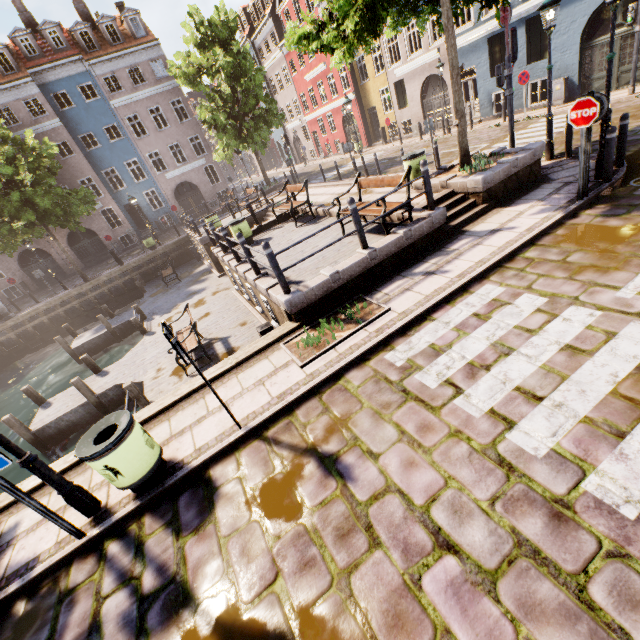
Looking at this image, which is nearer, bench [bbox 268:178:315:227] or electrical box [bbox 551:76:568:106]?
bench [bbox 268:178:315:227]

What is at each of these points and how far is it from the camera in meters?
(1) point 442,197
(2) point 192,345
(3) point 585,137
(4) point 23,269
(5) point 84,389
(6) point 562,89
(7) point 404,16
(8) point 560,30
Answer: (1) stairs, 8.5
(2) bench, 9.9
(3) sign pole, 6.2
(4) building, 27.2
(5) wooden post, 10.7
(6) electrical box, 14.9
(7) tree, 9.5
(8) building, 14.1

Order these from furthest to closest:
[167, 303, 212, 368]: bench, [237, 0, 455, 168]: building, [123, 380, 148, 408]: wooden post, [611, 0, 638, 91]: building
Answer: [237, 0, 455, 168]: building
[611, 0, 638, 91]: building
[167, 303, 212, 368]: bench
[123, 380, 148, 408]: wooden post

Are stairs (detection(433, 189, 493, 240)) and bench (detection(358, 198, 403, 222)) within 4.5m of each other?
yes

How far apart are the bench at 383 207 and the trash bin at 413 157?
2.0 meters

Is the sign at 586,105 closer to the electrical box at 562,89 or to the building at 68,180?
the electrical box at 562,89

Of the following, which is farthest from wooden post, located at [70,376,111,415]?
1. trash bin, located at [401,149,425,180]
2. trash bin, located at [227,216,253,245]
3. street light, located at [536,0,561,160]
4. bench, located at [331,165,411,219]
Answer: street light, located at [536,0,561,160]

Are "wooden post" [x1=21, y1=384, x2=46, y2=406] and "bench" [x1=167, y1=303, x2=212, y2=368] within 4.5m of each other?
no
